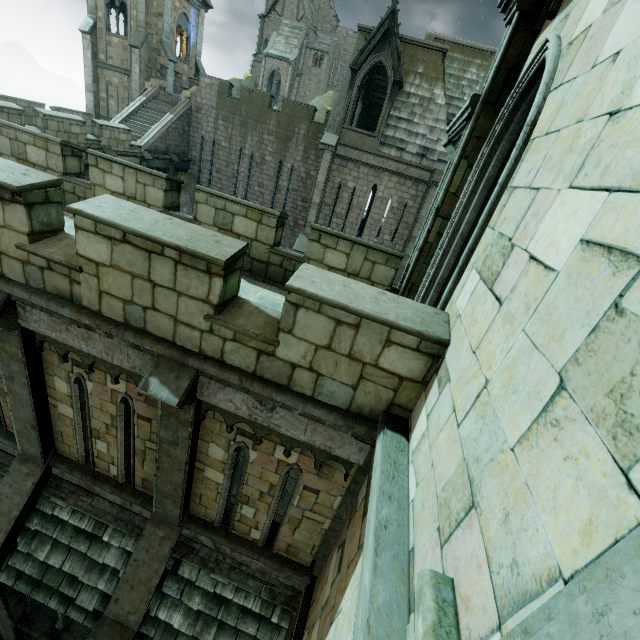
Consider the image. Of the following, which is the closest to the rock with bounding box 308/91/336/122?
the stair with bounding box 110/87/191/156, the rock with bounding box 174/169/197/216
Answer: the rock with bounding box 174/169/197/216

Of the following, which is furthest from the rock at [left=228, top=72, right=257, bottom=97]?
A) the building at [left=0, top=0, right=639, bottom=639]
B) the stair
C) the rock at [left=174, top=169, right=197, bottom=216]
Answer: the stair

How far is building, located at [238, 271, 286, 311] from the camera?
6.57m

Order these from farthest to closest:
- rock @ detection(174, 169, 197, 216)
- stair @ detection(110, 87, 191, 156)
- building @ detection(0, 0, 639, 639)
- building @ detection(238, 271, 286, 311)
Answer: rock @ detection(174, 169, 197, 216), stair @ detection(110, 87, 191, 156), building @ detection(238, 271, 286, 311), building @ detection(0, 0, 639, 639)

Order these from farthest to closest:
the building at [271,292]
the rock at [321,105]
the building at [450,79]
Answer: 1. the rock at [321,105]
2. the building at [271,292]
3. the building at [450,79]

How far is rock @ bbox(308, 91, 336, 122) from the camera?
42.7m

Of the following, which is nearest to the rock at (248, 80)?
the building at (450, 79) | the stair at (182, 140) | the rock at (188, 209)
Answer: the building at (450, 79)

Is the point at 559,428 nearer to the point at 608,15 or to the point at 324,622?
the point at 608,15
